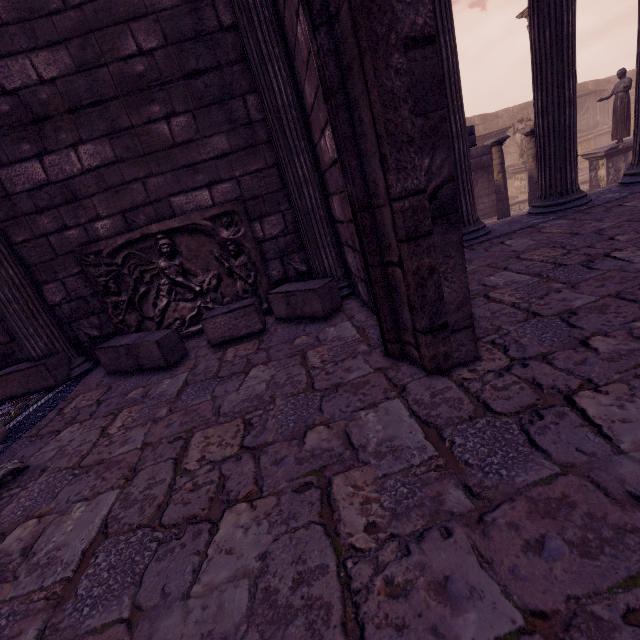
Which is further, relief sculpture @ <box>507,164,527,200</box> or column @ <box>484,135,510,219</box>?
relief sculpture @ <box>507,164,527,200</box>

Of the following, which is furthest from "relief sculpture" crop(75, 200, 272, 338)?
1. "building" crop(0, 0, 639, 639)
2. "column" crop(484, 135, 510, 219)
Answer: "column" crop(484, 135, 510, 219)

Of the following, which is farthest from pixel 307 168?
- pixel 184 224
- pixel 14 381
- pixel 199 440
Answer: pixel 14 381

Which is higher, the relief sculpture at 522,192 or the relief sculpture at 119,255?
the relief sculpture at 119,255

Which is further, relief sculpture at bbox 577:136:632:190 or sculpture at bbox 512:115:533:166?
sculpture at bbox 512:115:533:166

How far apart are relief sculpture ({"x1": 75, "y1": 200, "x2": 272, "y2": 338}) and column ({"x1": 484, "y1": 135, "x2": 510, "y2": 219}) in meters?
9.0

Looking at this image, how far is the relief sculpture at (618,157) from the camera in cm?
1158

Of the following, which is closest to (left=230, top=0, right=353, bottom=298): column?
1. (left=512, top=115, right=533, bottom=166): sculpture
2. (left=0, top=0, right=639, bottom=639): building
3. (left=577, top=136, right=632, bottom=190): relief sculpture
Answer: (left=0, top=0, right=639, bottom=639): building
